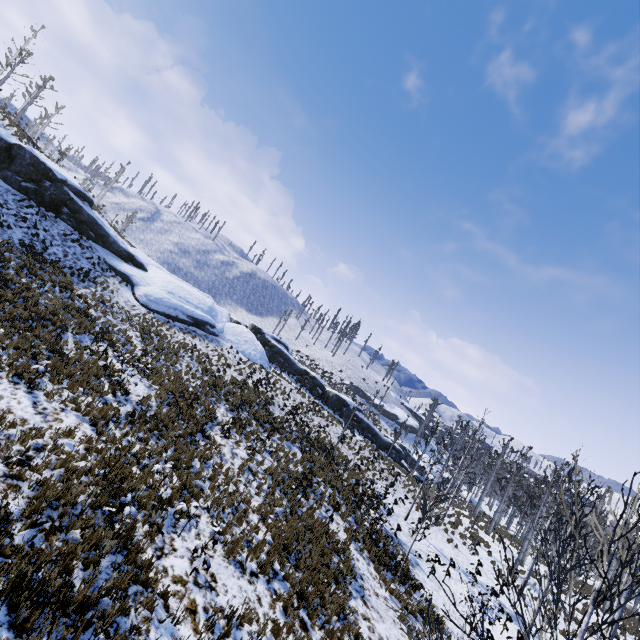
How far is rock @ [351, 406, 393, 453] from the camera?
36.6m

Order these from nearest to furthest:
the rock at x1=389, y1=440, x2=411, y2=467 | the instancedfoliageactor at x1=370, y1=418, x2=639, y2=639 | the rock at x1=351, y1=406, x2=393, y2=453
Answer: the instancedfoliageactor at x1=370, y1=418, x2=639, y2=639, the rock at x1=351, y1=406, x2=393, y2=453, the rock at x1=389, y1=440, x2=411, y2=467

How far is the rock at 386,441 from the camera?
36.6m

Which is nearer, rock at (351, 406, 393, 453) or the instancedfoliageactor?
the instancedfoliageactor

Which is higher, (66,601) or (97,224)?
(97,224)

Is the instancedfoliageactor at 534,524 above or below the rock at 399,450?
above
